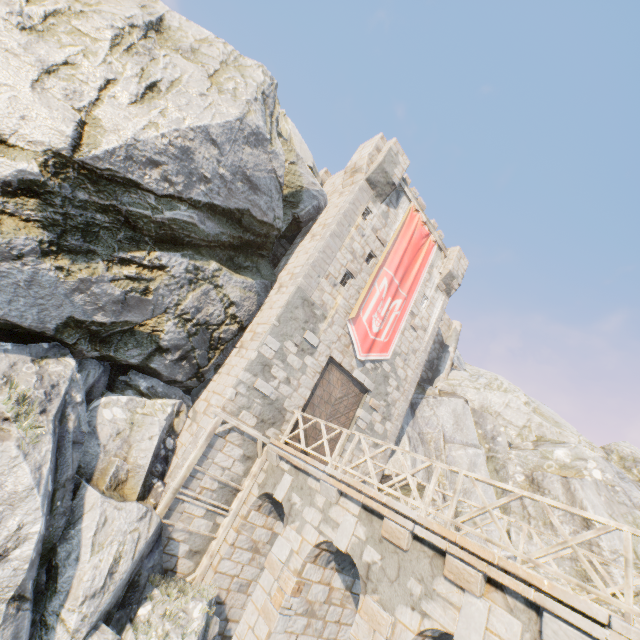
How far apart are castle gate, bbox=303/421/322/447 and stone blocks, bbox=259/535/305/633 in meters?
3.4 m

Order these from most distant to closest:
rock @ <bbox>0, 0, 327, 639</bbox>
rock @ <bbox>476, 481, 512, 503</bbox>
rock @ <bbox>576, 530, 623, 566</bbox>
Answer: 1. rock @ <bbox>476, 481, 512, 503</bbox>
2. rock @ <bbox>576, 530, 623, 566</bbox>
3. rock @ <bbox>0, 0, 327, 639</bbox>

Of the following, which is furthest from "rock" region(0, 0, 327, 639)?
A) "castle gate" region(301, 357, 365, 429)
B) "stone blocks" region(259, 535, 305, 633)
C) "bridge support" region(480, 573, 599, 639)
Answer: "castle gate" region(301, 357, 365, 429)

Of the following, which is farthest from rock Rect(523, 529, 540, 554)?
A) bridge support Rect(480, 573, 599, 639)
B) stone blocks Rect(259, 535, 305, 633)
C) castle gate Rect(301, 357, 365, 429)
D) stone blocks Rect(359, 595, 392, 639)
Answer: stone blocks Rect(359, 595, 392, 639)

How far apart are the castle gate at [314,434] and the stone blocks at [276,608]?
3.4 meters

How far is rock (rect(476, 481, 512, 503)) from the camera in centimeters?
1766cm

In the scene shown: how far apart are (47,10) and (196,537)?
15.8m
